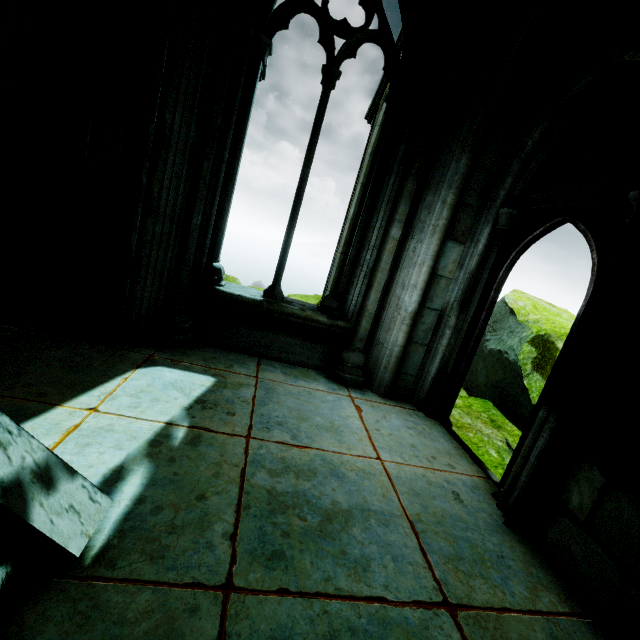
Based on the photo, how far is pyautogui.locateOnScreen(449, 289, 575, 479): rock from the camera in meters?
3.9 m

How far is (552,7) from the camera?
2.94m

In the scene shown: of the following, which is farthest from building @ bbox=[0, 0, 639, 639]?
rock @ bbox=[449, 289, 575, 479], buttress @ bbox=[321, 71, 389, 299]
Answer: buttress @ bbox=[321, 71, 389, 299]

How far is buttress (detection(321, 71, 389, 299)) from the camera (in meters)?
7.62

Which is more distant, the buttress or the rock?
the buttress

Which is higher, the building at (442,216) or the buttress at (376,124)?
the buttress at (376,124)

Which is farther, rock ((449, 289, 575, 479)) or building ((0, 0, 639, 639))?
rock ((449, 289, 575, 479))

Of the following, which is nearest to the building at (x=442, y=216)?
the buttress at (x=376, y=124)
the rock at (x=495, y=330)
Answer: the rock at (x=495, y=330)
